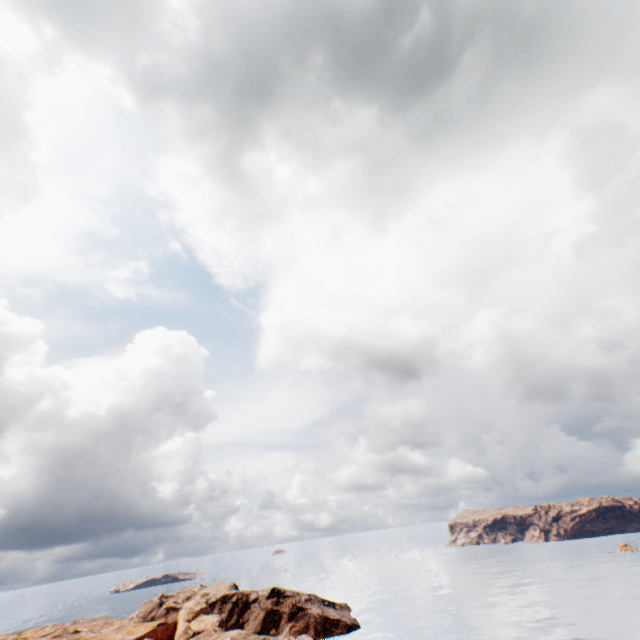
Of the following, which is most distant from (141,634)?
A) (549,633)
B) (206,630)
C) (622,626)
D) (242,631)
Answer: (622,626)
